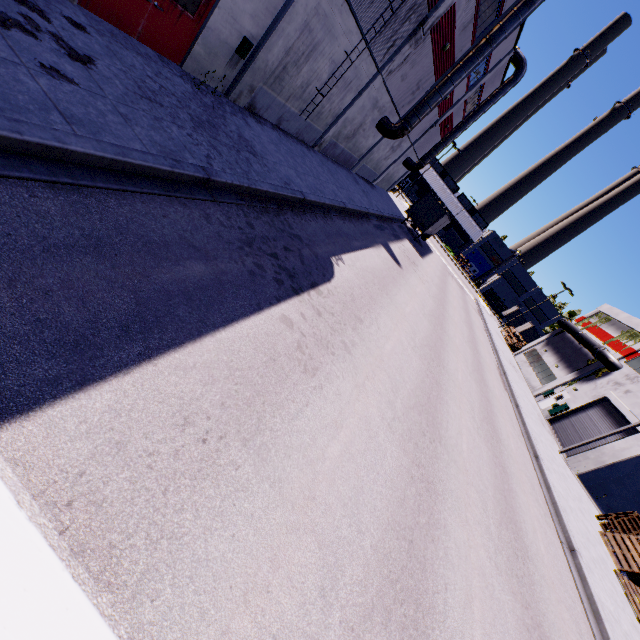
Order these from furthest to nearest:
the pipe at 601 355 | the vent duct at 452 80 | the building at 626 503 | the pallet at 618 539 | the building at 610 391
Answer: the pipe at 601 355, the building at 610 391, the building at 626 503, the vent duct at 452 80, the pallet at 618 539

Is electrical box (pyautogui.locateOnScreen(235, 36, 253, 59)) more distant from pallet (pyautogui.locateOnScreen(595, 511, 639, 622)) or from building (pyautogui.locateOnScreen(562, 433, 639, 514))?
pallet (pyautogui.locateOnScreen(595, 511, 639, 622))

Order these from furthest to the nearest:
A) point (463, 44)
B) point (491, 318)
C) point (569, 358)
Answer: point (491, 318) → point (569, 358) → point (463, 44)

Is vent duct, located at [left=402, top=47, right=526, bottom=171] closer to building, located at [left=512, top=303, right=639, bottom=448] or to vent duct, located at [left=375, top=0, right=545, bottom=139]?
building, located at [left=512, top=303, right=639, bottom=448]

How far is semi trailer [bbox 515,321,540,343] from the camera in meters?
50.1 m

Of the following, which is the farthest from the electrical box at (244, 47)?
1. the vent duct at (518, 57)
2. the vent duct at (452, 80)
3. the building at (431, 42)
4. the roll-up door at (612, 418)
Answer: the vent duct at (518, 57)

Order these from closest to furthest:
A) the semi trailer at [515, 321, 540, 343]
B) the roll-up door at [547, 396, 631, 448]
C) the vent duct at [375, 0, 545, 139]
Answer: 1. the vent duct at [375, 0, 545, 139]
2. the roll-up door at [547, 396, 631, 448]
3. the semi trailer at [515, 321, 540, 343]

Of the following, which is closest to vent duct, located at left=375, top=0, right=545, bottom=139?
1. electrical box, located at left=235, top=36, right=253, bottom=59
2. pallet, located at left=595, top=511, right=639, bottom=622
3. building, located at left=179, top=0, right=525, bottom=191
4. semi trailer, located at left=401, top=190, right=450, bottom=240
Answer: building, located at left=179, top=0, right=525, bottom=191
